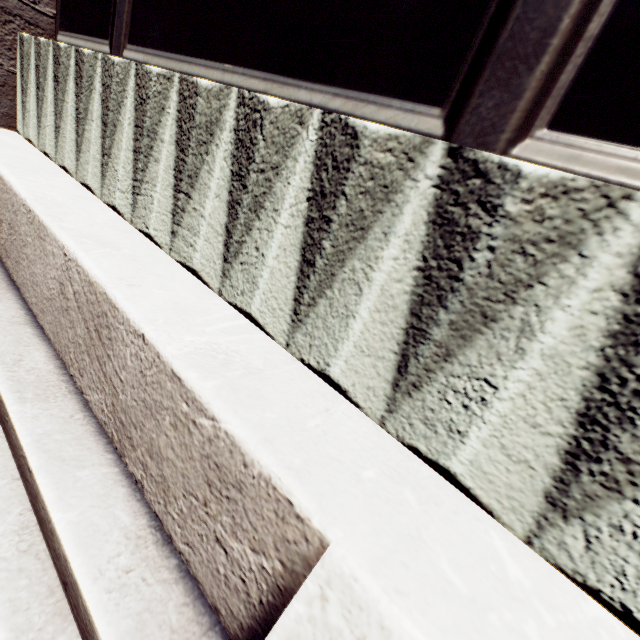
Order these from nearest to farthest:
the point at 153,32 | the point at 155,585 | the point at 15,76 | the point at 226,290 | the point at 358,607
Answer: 1. the point at 358,607
2. the point at 155,585
3. the point at 226,290
4. the point at 153,32
5. the point at 15,76
